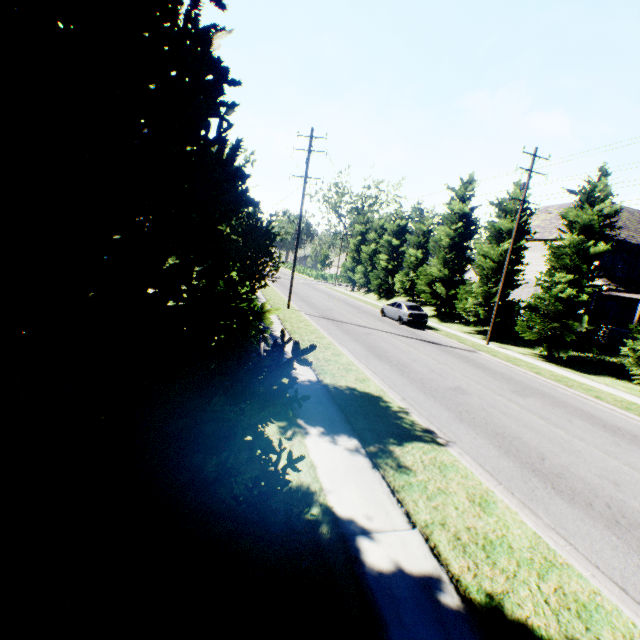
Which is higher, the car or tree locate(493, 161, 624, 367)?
tree locate(493, 161, 624, 367)

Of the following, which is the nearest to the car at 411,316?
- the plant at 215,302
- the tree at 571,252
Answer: the tree at 571,252

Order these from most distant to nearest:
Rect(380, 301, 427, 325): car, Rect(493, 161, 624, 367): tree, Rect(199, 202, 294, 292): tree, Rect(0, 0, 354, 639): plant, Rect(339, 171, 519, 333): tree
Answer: Rect(380, 301, 427, 325): car
Rect(339, 171, 519, 333): tree
Rect(493, 161, 624, 367): tree
Rect(199, 202, 294, 292): tree
Rect(0, 0, 354, 639): plant

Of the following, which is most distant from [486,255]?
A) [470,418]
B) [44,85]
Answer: [44,85]

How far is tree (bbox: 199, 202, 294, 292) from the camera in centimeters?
837cm

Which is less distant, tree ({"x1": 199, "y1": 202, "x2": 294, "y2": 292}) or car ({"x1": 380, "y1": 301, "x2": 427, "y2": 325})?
tree ({"x1": 199, "y1": 202, "x2": 294, "y2": 292})

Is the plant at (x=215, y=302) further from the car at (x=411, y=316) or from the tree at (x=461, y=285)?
the car at (x=411, y=316)

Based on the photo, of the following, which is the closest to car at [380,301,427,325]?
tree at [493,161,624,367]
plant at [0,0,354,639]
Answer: tree at [493,161,624,367]
